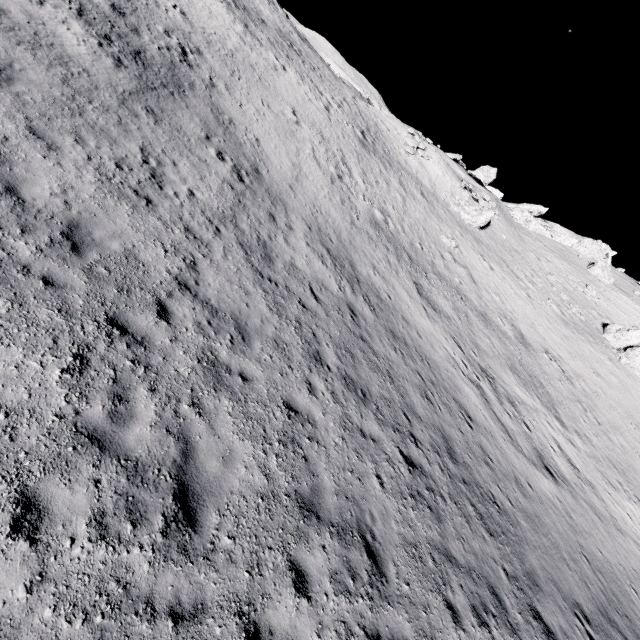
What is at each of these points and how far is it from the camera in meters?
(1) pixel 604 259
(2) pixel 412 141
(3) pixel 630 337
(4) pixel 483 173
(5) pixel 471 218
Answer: (1) stone, 47.0 m
(2) stone, 38.5 m
(3) stone, 32.0 m
(4) stone, 51.8 m
(5) stone, 36.4 m

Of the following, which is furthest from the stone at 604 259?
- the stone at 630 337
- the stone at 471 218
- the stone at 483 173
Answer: the stone at 630 337

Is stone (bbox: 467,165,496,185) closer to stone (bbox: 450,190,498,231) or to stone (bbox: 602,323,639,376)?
stone (bbox: 450,190,498,231)

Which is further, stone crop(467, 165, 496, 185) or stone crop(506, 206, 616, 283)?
stone crop(467, 165, 496, 185)

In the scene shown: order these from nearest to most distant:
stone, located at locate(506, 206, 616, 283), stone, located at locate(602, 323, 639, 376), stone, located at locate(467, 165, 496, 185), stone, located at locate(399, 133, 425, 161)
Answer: stone, located at locate(602, 323, 639, 376) < stone, located at locate(399, 133, 425, 161) < stone, located at locate(506, 206, 616, 283) < stone, located at locate(467, 165, 496, 185)

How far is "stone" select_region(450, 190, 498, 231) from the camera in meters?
35.9

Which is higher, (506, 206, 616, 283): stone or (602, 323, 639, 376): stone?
(506, 206, 616, 283): stone

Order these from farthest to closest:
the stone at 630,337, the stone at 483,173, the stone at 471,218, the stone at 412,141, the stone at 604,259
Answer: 1. the stone at 483,173
2. the stone at 604,259
3. the stone at 412,141
4. the stone at 471,218
5. the stone at 630,337
